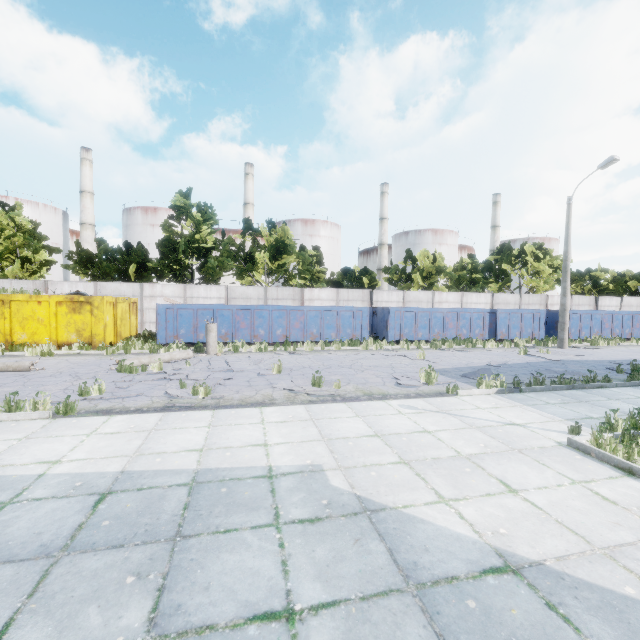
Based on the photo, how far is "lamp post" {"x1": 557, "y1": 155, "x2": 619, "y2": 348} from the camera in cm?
1700

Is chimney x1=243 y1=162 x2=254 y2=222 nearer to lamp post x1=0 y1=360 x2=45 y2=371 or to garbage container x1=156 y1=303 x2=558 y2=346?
garbage container x1=156 y1=303 x2=558 y2=346

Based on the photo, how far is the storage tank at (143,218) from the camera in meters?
49.5 m

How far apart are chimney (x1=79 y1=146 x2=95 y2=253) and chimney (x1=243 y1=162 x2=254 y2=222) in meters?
21.6

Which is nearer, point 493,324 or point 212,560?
point 212,560

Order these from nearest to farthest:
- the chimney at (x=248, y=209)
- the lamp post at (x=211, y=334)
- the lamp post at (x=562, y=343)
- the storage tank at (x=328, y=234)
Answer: the lamp post at (x=211, y=334), the lamp post at (x=562, y=343), the chimney at (x=248, y=209), the storage tank at (x=328, y=234)

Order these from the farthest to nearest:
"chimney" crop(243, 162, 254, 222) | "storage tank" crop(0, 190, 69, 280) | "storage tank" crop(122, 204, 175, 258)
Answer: "chimney" crop(243, 162, 254, 222), "storage tank" crop(122, 204, 175, 258), "storage tank" crop(0, 190, 69, 280)

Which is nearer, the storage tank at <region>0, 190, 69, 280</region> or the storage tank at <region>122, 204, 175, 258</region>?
the storage tank at <region>0, 190, 69, 280</region>
